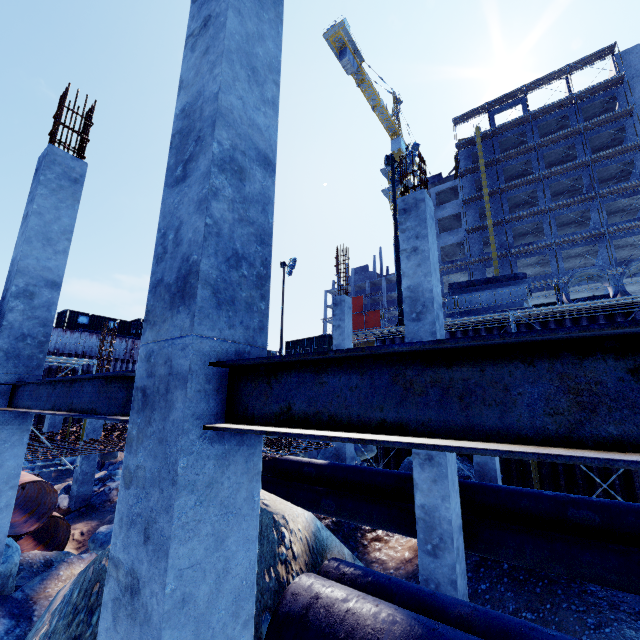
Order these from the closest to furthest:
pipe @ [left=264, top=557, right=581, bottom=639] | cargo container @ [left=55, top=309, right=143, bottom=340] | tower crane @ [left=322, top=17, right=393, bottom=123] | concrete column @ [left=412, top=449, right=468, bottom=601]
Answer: pipe @ [left=264, top=557, right=581, bottom=639] → concrete column @ [left=412, top=449, right=468, bottom=601] → cargo container @ [left=55, top=309, right=143, bottom=340] → tower crane @ [left=322, top=17, right=393, bottom=123]

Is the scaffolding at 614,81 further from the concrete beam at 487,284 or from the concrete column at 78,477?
the concrete column at 78,477

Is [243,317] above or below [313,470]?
above

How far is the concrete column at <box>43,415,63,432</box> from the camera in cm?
1669

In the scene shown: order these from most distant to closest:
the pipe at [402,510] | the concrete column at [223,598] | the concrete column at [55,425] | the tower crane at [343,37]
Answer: the tower crane at [343,37] → the concrete column at [55,425] → the pipe at [402,510] → the concrete column at [223,598]

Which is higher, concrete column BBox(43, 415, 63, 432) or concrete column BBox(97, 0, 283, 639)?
concrete column BBox(97, 0, 283, 639)

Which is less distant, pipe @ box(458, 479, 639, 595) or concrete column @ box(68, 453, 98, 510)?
pipe @ box(458, 479, 639, 595)

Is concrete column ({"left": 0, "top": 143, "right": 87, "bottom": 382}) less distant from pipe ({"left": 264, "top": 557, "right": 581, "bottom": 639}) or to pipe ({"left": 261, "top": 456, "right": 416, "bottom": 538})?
pipe ({"left": 264, "top": 557, "right": 581, "bottom": 639})
